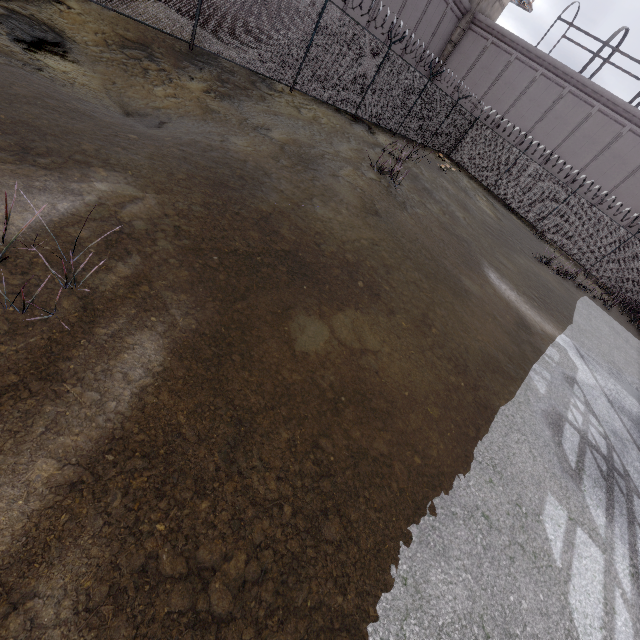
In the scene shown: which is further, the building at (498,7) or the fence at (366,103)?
the building at (498,7)

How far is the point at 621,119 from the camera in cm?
2197

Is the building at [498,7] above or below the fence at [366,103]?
above

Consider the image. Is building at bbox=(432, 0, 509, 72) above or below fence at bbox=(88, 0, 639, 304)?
above

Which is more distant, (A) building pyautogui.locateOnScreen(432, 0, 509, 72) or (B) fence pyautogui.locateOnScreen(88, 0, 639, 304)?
(A) building pyautogui.locateOnScreen(432, 0, 509, 72)
